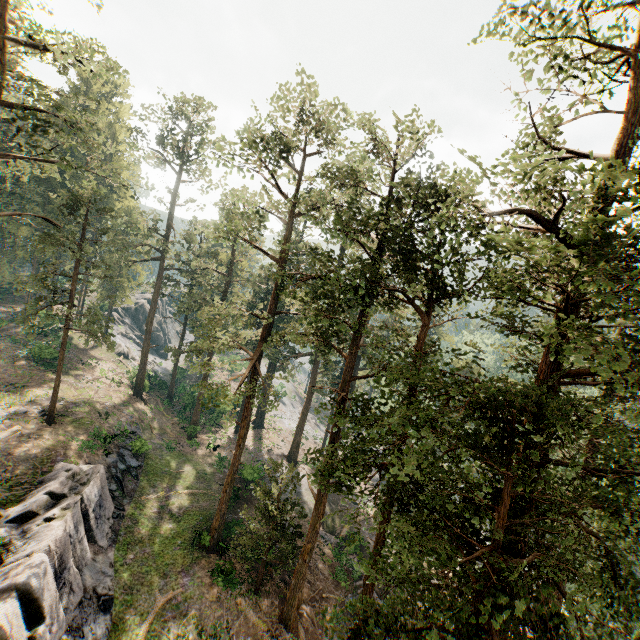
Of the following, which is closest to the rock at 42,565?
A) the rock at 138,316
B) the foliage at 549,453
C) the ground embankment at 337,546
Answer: the foliage at 549,453

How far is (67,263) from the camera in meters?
54.2

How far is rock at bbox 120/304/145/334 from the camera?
58.2m

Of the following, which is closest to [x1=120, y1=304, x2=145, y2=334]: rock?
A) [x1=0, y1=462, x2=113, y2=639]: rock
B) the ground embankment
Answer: [x1=0, y1=462, x2=113, y2=639]: rock

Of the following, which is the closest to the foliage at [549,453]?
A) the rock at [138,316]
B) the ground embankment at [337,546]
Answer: the ground embankment at [337,546]

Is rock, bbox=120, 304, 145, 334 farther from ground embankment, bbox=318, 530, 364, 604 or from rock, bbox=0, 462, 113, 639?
ground embankment, bbox=318, 530, 364, 604

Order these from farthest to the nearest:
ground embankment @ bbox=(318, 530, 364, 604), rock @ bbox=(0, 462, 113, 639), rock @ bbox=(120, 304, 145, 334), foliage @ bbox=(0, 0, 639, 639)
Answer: rock @ bbox=(120, 304, 145, 334) → ground embankment @ bbox=(318, 530, 364, 604) → rock @ bbox=(0, 462, 113, 639) → foliage @ bbox=(0, 0, 639, 639)

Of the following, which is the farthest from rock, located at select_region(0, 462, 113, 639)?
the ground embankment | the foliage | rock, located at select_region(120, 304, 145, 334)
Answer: rock, located at select_region(120, 304, 145, 334)
